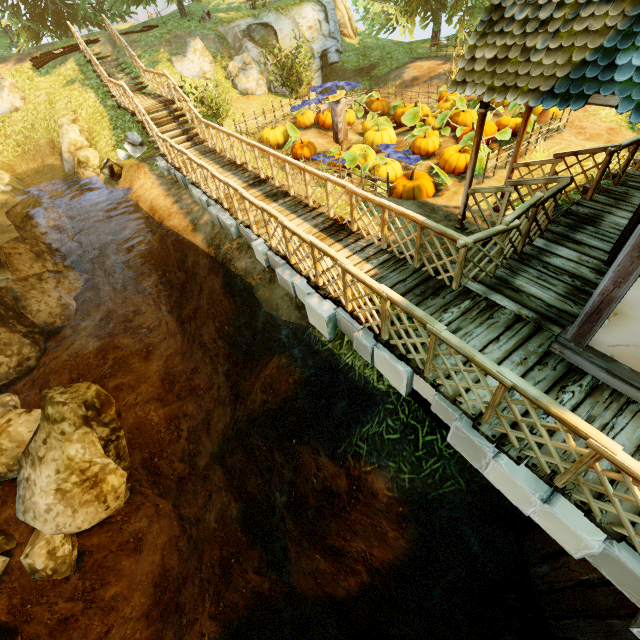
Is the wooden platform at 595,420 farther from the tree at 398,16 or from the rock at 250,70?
the tree at 398,16

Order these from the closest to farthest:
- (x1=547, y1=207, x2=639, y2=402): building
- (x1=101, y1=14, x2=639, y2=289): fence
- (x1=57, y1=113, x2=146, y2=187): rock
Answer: (x1=547, y1=207, x2=639, y2=402): building → (x1=101, y1=14, x2=639, y2=289): fence → (x1=57, y1=113, x2=146, y2=187): rock

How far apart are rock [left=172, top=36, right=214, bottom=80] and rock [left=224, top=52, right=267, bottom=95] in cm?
44

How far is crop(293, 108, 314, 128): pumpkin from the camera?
13.91m

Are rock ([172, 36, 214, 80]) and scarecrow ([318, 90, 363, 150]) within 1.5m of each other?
no

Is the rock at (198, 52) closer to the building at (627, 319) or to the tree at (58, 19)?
the tree at (58, 19)

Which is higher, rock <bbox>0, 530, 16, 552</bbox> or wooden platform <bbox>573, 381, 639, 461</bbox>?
wooden platform <bbox>573, 381, 639, 461</bbox>

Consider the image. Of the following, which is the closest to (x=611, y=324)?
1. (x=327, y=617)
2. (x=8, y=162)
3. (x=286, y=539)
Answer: (x=286, y=539)
